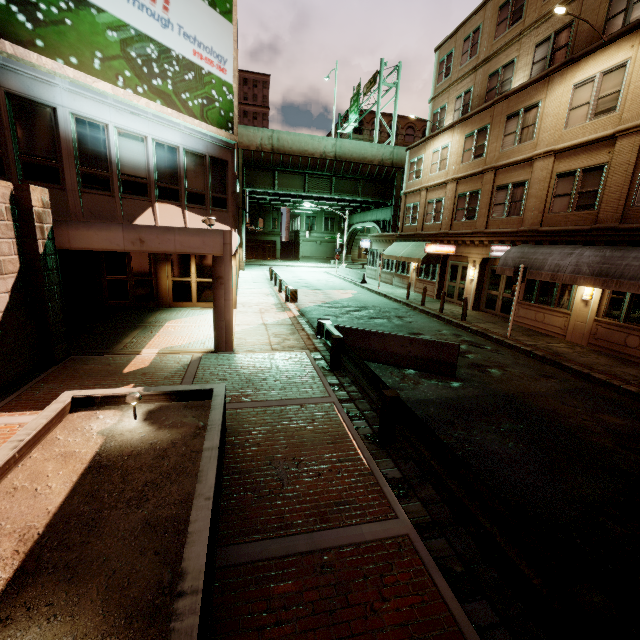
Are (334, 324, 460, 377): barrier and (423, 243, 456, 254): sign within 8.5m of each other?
no

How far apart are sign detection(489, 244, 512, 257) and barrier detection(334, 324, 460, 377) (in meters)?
9.89

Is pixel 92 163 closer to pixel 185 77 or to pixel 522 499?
pixel 185 77

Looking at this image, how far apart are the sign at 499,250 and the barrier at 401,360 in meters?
9.9 m

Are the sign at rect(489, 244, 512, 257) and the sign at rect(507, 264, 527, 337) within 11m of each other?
Result: yes

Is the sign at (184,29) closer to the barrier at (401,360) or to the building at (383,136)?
the barrier at (401,360)

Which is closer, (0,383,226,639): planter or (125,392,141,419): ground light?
(0,383,226,639): planter

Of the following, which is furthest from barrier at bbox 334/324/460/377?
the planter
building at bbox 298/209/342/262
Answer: building at bbox 298/209/342/262
